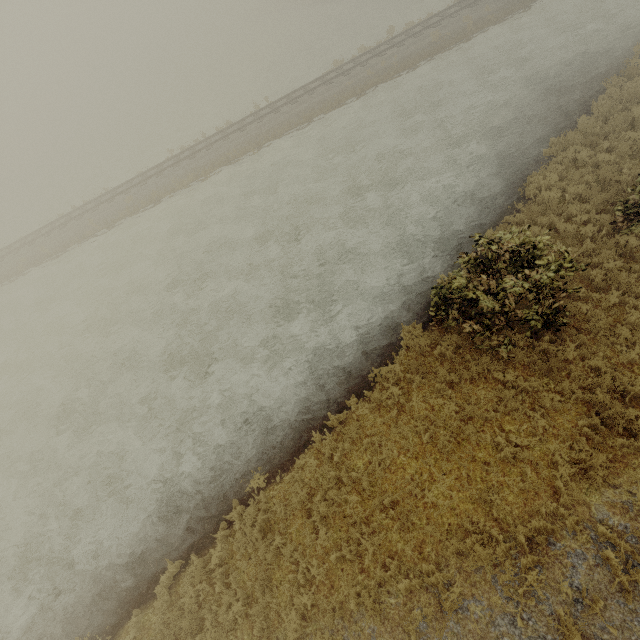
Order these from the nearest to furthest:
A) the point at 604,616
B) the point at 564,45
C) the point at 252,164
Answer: the point at 604,616
the point at 564,45
the point at 252,164
